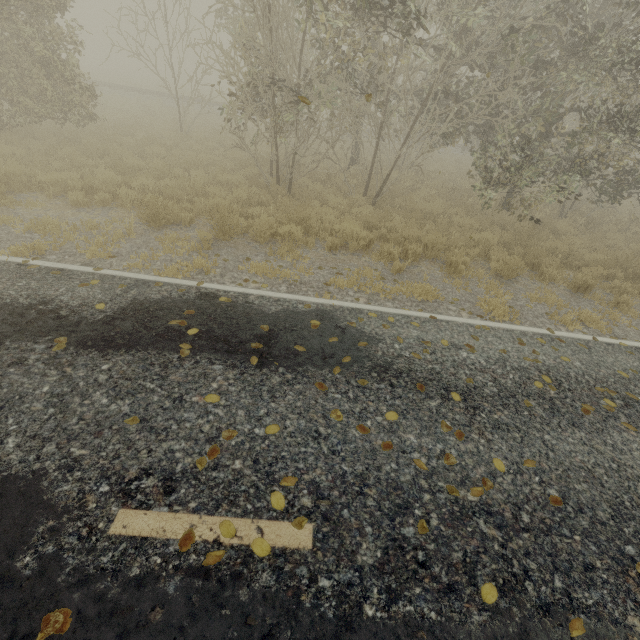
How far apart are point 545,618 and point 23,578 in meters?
3.6
